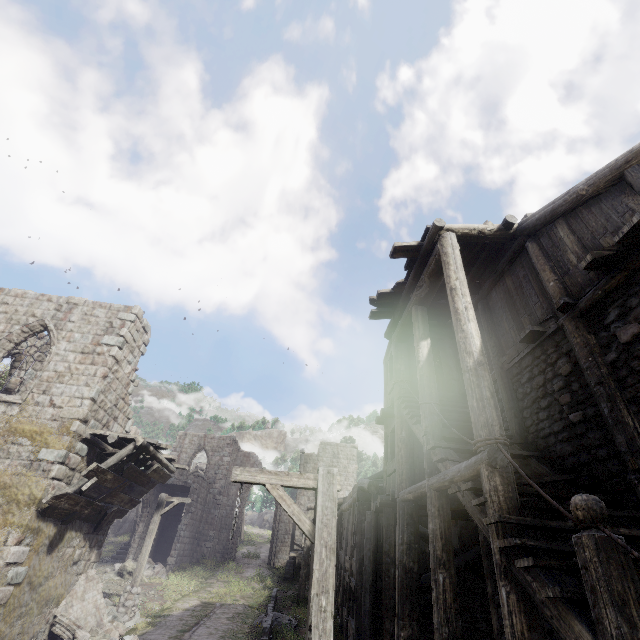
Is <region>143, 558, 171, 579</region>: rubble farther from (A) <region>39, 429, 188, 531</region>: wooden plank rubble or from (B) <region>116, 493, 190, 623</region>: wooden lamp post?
(A) <region>39, 429, 188, 531</region>: wooden plank rubble

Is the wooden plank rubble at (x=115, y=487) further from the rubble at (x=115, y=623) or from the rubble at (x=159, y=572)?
the rubble at (x=159, y=572)

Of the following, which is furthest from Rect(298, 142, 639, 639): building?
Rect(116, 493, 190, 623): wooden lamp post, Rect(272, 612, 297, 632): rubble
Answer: Rect(272, 612, 297, 632): rubble

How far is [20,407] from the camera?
10.6 meters

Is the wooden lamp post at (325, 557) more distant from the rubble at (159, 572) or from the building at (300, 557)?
the rubble at (159, 572)

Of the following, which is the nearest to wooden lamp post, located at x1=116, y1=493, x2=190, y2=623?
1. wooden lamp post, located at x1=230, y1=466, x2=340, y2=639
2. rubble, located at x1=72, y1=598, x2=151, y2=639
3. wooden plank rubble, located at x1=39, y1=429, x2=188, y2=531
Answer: rubble, located at x1=72, y1=598, x2=151, y2=639

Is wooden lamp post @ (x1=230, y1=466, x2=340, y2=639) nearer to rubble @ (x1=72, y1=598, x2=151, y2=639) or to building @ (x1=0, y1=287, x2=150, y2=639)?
building @ (x1=0, y1=287, x2=150, y2=639)

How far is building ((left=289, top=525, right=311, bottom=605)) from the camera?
18.5 meters
